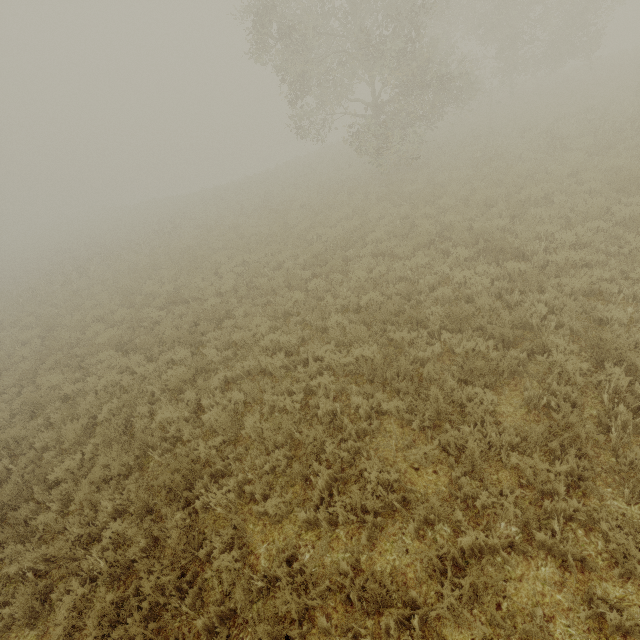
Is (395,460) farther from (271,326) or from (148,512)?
(271,326)
